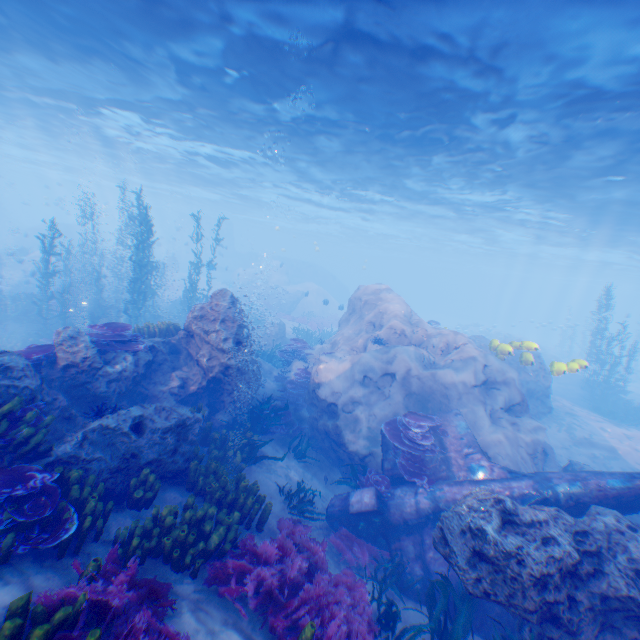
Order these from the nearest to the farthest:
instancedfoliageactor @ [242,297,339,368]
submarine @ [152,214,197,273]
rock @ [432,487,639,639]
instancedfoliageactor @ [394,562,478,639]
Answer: rock @ [432,487,639,639] < instancedfoliageactor @ [394,562,478,639] < instancedfoliageactor @ [242,297,339,368] < submarine @ [152,214,197,273]

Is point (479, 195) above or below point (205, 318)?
above

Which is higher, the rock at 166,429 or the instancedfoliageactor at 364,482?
the rock at 166,429

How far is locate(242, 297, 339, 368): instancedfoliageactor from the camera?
15.9 meters

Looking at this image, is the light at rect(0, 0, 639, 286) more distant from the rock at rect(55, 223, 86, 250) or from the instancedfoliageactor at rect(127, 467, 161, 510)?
the instancedfoliageactor at rect(127, 467, 161, 510)

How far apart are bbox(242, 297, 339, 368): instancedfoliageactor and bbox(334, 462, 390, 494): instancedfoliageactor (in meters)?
15.00

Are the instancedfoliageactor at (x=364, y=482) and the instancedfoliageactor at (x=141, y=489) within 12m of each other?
yes

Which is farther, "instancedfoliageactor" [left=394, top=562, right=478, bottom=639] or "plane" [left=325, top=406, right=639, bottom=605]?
"plane" [left=325, top=406, right=639, bottom=605]
